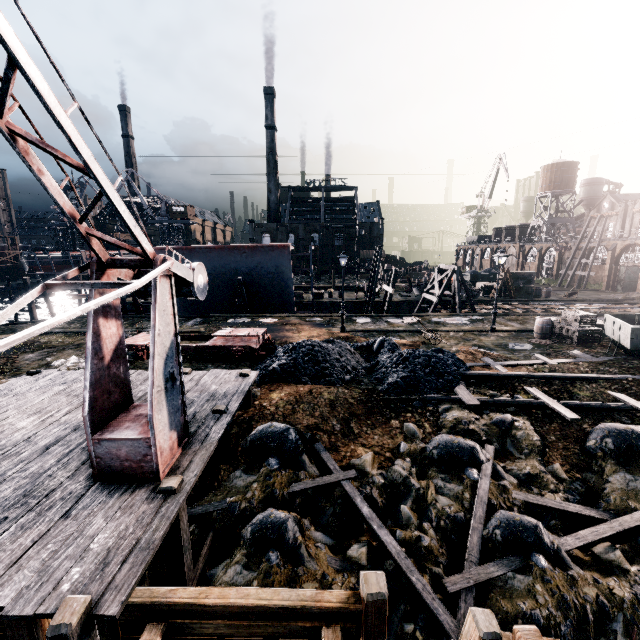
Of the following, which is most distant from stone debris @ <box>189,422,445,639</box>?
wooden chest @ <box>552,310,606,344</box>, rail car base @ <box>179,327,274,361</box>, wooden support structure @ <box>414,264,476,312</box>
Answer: wooden support structure @ <box>414,264,476,312</box>

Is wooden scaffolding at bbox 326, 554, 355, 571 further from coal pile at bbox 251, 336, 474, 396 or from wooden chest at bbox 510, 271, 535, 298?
wooden chest at bbox 510, 271, 535, 298

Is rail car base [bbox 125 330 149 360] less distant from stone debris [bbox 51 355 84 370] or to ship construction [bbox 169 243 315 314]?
stone debris [bbox 51 355 84 370]

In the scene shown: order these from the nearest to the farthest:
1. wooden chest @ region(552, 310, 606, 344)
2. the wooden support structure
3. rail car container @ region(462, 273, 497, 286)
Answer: wooden chest @ region(552, 310, 606, 344) → the wooden support structure → rail car container @ region(462, 273, 497, 286)

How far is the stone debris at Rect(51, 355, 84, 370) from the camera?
16.3 meters

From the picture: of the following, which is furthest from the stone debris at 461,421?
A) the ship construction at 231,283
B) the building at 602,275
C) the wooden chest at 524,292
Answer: the building at 602,275

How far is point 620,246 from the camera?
49.4m

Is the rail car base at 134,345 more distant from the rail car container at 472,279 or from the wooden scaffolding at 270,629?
the rail car container at 472,279
